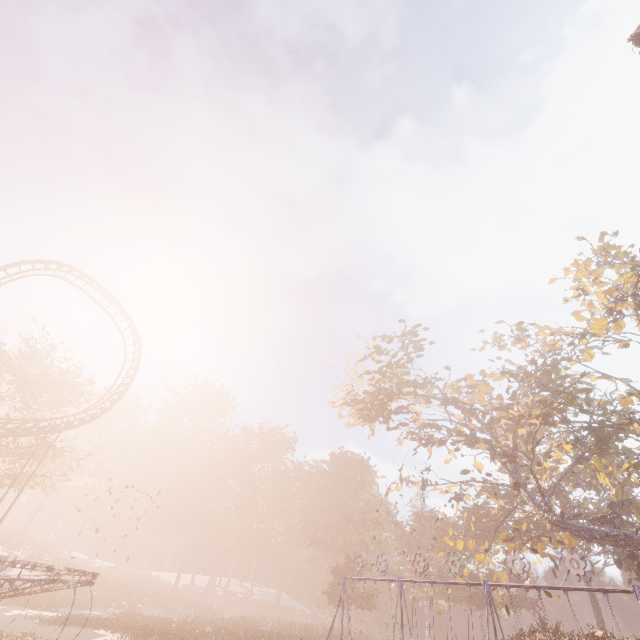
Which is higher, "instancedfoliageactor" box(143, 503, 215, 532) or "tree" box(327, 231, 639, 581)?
"tree" box(327, 231, 639, 581)

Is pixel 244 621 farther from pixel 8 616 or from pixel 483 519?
pixel 483 519

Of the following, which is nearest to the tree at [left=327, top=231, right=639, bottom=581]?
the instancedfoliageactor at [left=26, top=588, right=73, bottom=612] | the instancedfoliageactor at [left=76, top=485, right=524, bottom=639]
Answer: the instancedfoliageactor at [left=76, top=485, right=524, bottom=639]

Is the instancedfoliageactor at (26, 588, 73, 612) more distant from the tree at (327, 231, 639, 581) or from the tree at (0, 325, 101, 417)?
the tree at (327, 231, 639, 581)

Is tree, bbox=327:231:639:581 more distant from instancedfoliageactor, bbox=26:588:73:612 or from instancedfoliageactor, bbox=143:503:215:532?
instancedfoliageactor, bbox=26:588:73:612

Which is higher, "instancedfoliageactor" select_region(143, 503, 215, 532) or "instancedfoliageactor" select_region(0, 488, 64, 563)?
"instancedfoliageactor" select_region(143, 503, 215, 532)

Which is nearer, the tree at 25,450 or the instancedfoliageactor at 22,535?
the tree at 25,450

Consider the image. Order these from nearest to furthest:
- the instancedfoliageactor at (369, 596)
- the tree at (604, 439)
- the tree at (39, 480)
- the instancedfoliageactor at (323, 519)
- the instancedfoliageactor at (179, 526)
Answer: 1. the tree at (604, 439)
2. the instancedfoliageactor at (323, 519)
3. the tree at (39, 480)
4. the instancedfoliageactor at (369, 596)
5. the instancedfoliageactor at (179, 526)
